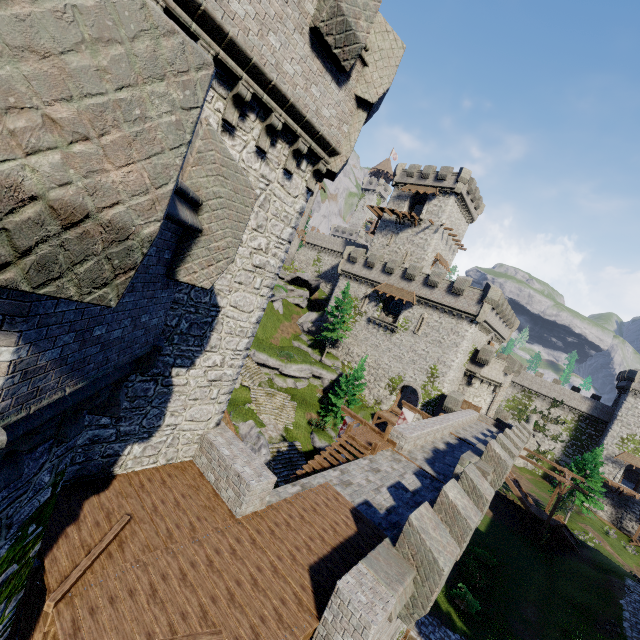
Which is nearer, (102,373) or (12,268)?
(12,268)

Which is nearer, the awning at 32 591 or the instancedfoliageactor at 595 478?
the awning at 32 591

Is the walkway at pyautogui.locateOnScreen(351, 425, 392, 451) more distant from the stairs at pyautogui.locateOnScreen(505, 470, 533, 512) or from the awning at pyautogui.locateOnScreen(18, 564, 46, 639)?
the stairs at pyautogui.locateOnScreen(505, 470, 533, 512)

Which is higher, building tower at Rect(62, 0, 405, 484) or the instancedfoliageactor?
building tower at Rect(62, 0, 405, 484)

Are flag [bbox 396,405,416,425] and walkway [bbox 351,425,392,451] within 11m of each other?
yes

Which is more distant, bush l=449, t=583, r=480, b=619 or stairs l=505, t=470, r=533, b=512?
stairs l=505, t=470, r=533, b=512

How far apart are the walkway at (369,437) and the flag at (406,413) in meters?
9.5 m

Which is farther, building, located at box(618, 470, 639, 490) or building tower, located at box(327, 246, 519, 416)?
building, located at box(618, 470, 639, 490)
